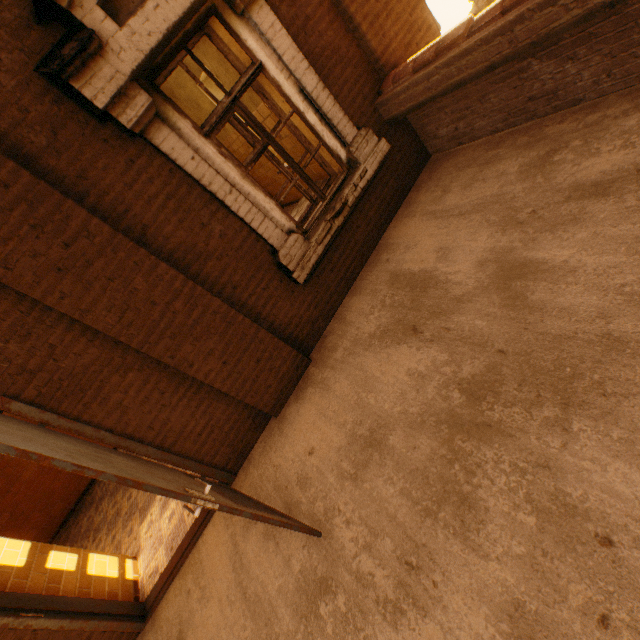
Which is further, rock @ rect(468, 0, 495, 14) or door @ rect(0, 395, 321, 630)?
rock @ rect(468, 0, 495, 14)

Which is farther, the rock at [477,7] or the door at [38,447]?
the rock at [477,7]

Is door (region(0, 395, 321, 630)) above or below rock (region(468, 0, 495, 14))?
above

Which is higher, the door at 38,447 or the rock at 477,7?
the door at 38,447

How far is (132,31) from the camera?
2.41m
